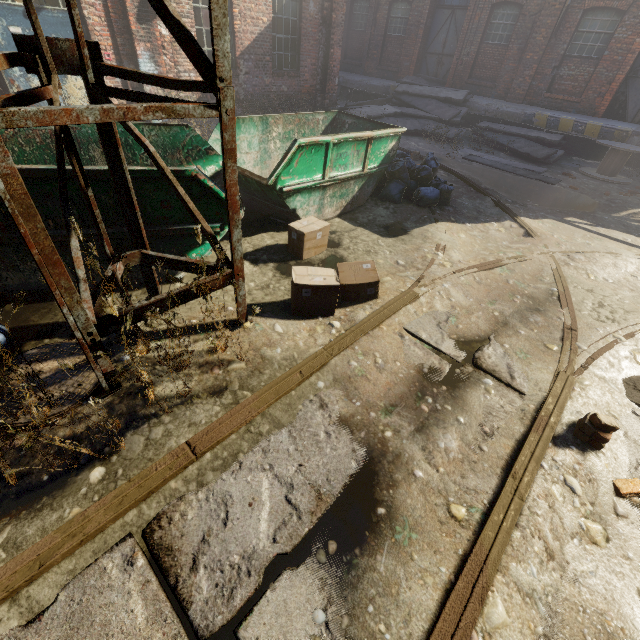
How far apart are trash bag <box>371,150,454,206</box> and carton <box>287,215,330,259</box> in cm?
251

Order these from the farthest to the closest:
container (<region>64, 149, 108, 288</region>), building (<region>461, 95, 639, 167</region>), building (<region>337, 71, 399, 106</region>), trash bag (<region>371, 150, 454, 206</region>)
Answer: building (<region>337, 71, 399, 106</region>) → building (<region>461, 95, 639, 167</region>) → trash bag (<region>371, 150, 454, 206</region>) → container (<region>64, 149, 108, 288</region>)

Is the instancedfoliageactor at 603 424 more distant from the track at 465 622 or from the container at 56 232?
the container at 56 232

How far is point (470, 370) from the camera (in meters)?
3.38

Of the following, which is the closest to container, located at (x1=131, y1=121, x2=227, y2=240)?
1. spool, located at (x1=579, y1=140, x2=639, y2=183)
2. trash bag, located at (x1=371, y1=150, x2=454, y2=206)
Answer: trash bag, located at (x1=371, y1=150, x2=454, y2=206)

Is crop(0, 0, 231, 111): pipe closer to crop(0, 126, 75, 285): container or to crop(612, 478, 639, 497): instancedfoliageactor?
crop(0, 126, 75, 285): container

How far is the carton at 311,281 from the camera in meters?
3.6

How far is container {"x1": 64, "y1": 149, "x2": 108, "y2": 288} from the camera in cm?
302
